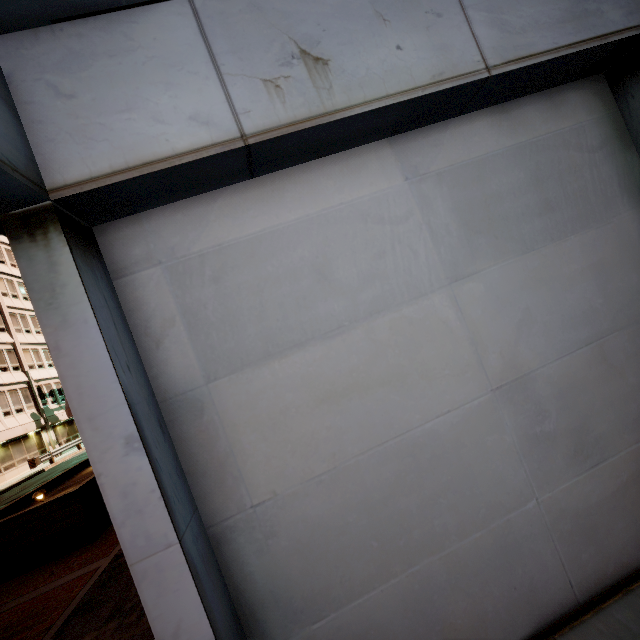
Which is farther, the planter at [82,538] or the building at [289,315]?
the planter at [82,538]

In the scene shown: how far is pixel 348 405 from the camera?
1.8m

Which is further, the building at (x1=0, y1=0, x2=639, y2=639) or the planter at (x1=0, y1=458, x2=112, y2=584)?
the planter at (x1=0, y1=458, x2=112, y2=584)
